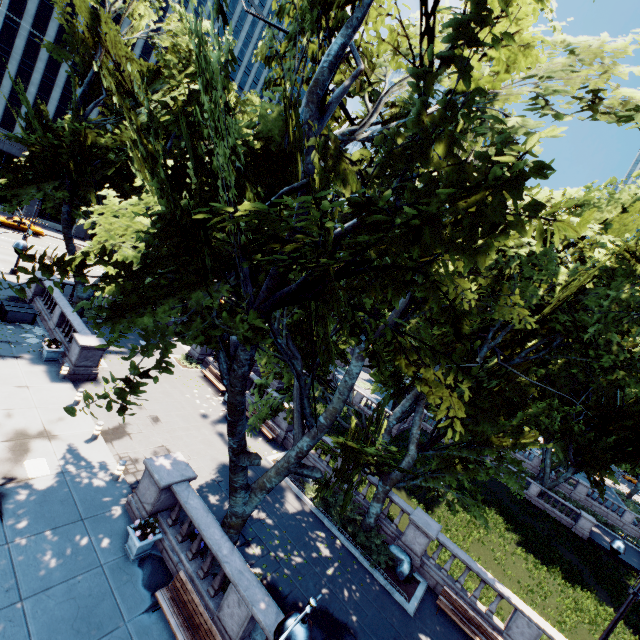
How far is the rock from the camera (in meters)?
14.78

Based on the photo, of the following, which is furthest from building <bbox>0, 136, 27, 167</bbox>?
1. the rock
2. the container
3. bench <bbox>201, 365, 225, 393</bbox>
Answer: the rock

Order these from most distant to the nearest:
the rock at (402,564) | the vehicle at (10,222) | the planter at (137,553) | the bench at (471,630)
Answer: the vehicle at (10,222) → the rock at (402,564) → the bench at (471,630) → the planter at (137,553)

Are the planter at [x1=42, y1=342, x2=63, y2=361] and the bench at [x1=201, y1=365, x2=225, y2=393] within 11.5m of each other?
yes

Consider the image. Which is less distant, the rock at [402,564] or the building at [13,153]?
the rock at [402,564]

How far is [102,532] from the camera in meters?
10.8

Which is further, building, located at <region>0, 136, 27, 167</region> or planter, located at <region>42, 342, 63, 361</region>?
building, located at <region>0, 136, 27, 167</region>

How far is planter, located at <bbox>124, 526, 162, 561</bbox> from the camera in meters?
10.2
